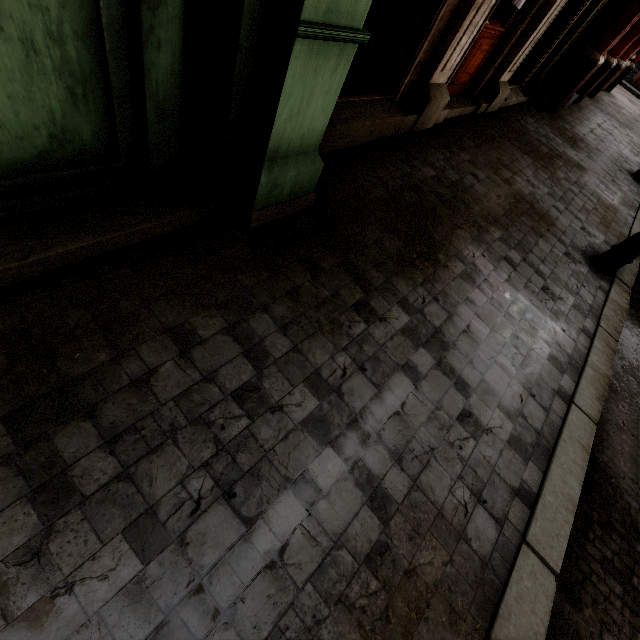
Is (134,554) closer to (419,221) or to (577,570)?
(577,570)
